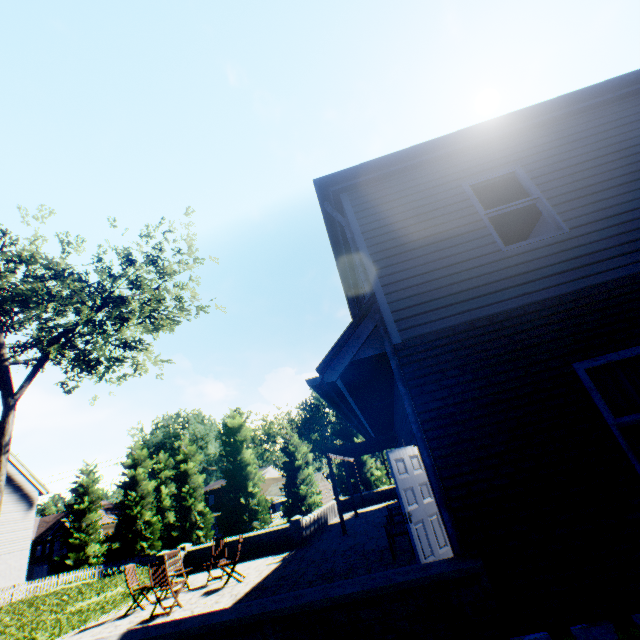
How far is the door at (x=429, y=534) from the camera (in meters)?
5.63

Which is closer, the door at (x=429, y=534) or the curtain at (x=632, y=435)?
the curtain at (x=632, y=435)

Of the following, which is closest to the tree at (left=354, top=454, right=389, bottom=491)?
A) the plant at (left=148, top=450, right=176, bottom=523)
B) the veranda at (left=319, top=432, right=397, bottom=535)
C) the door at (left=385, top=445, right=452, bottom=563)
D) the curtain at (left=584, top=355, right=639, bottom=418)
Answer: the plant at (left=148, top=450, right=176, bottom=523)

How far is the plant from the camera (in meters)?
49.81

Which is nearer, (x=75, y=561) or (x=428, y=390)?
(x=428, y=390)

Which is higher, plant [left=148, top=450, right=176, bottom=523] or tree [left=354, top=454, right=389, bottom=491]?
plant [left=148, top=450, right=176, bottom=523]

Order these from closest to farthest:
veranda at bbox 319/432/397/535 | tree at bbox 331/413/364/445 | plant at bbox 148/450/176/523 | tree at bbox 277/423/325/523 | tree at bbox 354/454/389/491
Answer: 1. veranda at bbox 319/432/397/535
2. tree at bbox 354/454/389/491
3. tree at bbox 277/423/325/523
4. tree at bbox 331/413/364/445
5. plant at bbox 148/450/176/523
